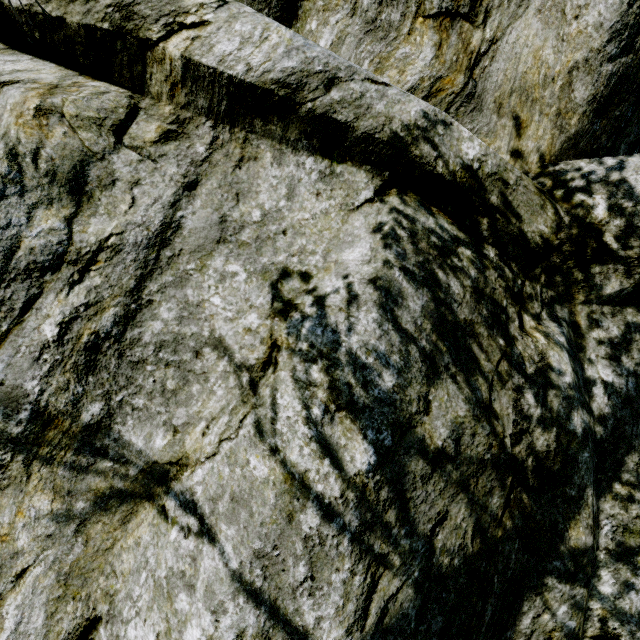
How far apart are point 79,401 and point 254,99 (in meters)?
2.01
